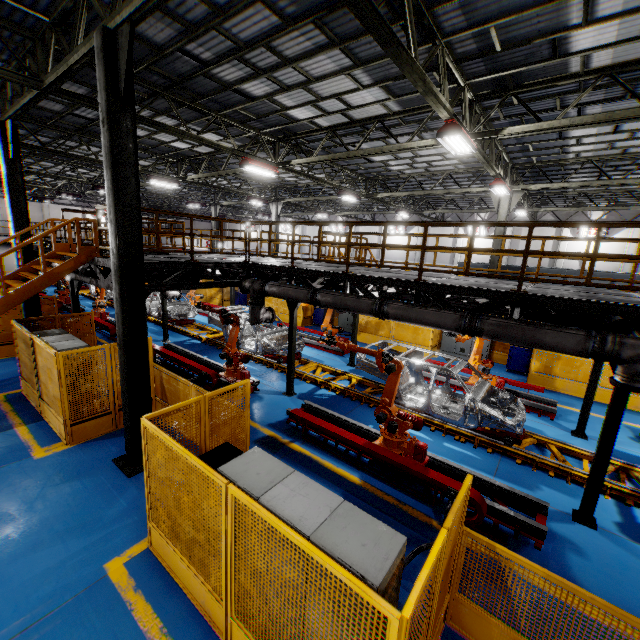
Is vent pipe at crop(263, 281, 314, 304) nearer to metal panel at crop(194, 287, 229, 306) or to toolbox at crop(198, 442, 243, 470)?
metal panel at crop(194, 287, 229, 306)

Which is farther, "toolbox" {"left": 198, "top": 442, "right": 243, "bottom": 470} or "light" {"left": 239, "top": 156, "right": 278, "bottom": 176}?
"light" {"left": 239, "top": 156, "right": 278, "bottom": 176}

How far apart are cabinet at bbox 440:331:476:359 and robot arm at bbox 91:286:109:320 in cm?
1720

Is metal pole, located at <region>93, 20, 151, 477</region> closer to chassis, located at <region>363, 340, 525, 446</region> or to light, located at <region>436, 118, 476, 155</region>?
chassis, located at <region>363, 340, 525, 446</region>

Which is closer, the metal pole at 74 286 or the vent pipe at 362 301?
the vent pipe at 362 301

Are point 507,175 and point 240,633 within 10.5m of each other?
no

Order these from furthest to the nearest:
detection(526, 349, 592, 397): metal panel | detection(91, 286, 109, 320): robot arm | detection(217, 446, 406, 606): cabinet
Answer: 1. detection(91, 286, 109, 320): robot arm
2. detection(526, 349, 592, 397): metal panel
3. detection(217, 446, 406, 606): cabinet

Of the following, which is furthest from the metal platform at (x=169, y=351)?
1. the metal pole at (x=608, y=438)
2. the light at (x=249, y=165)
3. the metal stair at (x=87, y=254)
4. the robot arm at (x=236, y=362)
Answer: the metal pole at (x=608, y=438)
